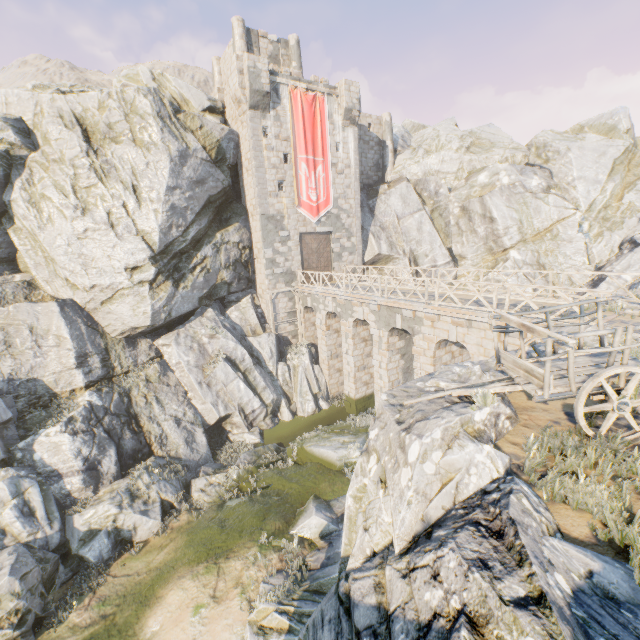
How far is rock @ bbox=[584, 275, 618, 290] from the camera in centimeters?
2151cm

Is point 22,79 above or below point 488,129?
above

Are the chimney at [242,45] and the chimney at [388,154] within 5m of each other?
no

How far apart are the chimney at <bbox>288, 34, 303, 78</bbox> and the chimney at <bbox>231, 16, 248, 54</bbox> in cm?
319

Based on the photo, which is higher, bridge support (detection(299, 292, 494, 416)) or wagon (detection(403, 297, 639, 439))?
wagon (detection(403, 297, 639, 439))

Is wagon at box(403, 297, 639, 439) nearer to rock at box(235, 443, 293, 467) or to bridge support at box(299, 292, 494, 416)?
Answer: rock at box(235, 443, 293, 467)

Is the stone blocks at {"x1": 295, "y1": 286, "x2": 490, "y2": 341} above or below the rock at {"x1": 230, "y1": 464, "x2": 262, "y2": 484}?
above

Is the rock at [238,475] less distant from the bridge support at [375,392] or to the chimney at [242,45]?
the bridge support at [375,392]
